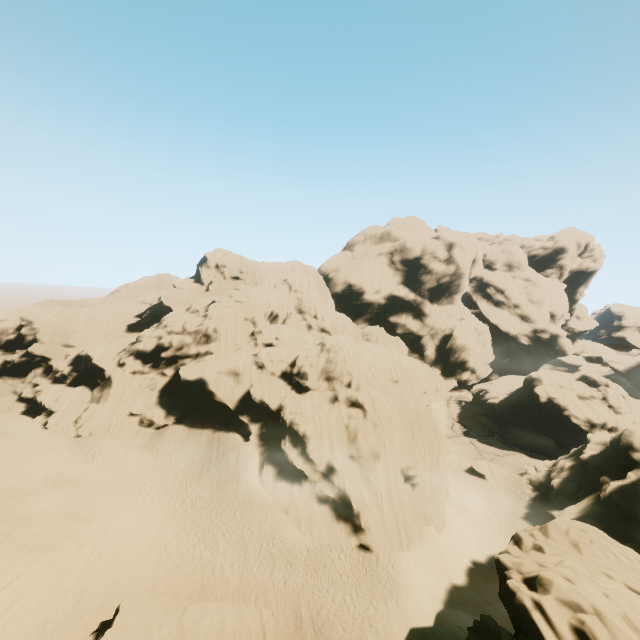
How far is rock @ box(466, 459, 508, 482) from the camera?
40.00m

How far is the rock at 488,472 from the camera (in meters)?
40.00

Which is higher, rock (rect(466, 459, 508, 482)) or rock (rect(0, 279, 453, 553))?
rock (rect(0, 279, 453, 553))

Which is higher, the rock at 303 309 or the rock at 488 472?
the rock at 303 309

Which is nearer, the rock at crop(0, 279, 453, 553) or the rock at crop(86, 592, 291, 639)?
the rock at crop(86, 592, 291, 639)

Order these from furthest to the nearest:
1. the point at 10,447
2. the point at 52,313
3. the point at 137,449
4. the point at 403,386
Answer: the point at 52,313
the point at 403,386
the point at 137,449
the point at 10,447

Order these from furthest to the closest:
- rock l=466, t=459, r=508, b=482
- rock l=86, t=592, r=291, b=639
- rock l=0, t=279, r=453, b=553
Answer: rock l=466, t=459, r=508, b=482 < rock l=0, t=279, r=453, b=553 < rock l=86, t=592, r=291, b=639
